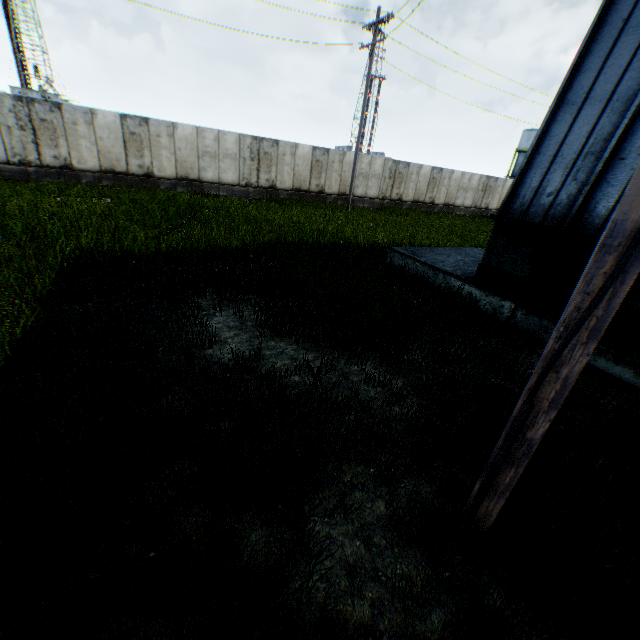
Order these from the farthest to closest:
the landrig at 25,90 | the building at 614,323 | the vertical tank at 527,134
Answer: the landrig at 25,90 < the vertical tank at 527,134 < the building at 614,323

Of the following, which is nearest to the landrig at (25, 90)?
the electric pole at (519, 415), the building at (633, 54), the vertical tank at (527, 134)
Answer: the vertical tank at (527, 134)

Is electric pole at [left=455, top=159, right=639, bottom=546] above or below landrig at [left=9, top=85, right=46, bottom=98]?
below

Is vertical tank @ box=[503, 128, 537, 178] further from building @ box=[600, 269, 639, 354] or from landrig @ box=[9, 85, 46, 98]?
landrig @ box=[9, 85, 46, 98]

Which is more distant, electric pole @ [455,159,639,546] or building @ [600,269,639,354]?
building @ [600,269,639,354]

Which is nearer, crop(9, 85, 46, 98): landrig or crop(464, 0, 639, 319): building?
crop(464, 0, 639, 319): building

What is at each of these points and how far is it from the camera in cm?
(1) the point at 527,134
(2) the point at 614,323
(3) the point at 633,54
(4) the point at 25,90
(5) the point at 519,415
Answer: (1) vertical tank, 5550
(2) building, 556
(3) building, 558
(4) landrig, 5866
(5) electric pole, 209

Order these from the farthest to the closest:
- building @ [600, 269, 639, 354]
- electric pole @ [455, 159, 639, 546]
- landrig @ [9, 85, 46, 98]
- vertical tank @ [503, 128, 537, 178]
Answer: landrig @ [9, 85, 46, 98] < vertical tank @ [503, 128, 537, 178] < building @ [600, 269, 639, 354] < electric pole @ [455, 159, 639, 546]
